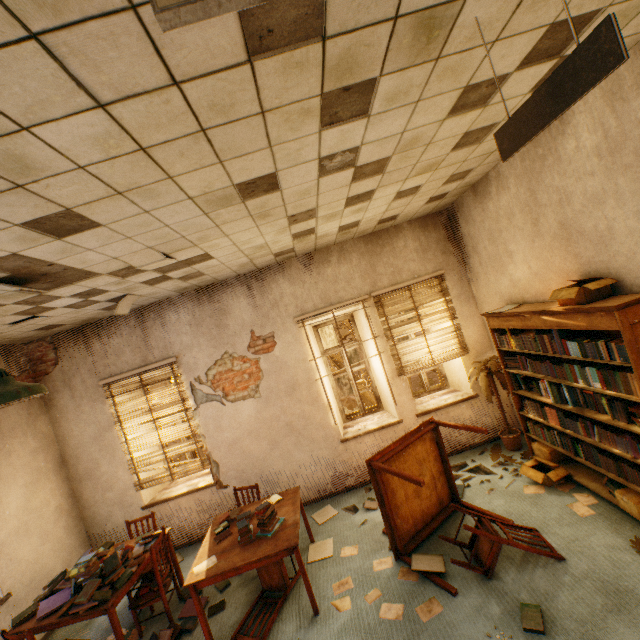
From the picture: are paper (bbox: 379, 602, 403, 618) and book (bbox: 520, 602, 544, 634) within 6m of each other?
yes

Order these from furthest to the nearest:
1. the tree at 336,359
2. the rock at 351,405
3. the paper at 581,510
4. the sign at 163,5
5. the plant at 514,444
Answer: the rock at 351,405, the tree at 336,359, the plant at 514,444, the paper at 581,510, the sign at 163,5

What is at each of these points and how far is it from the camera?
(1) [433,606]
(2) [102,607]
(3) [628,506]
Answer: (1) paper, 3.0 meters
(2) table, 3.2 meters
(3) cardboard box, 3.1 meters

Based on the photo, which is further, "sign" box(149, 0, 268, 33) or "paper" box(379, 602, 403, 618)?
"paper" box(379, 602, 403, 618)

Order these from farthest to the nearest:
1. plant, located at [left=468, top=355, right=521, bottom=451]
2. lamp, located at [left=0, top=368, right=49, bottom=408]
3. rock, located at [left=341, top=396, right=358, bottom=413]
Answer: rock, located at [left=341, top=396, right=358, bottom=413]
plant, located at [left=468, top=355, right=521, bottom=451]
lamp, located at [left=0, top=368, right=49, bottom=408]

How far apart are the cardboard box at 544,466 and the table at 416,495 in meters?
0.7

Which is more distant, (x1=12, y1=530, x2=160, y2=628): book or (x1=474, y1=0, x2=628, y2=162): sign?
(x1=12, y1=530, x2=160, y2=628): book

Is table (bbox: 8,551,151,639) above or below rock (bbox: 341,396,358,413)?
above
